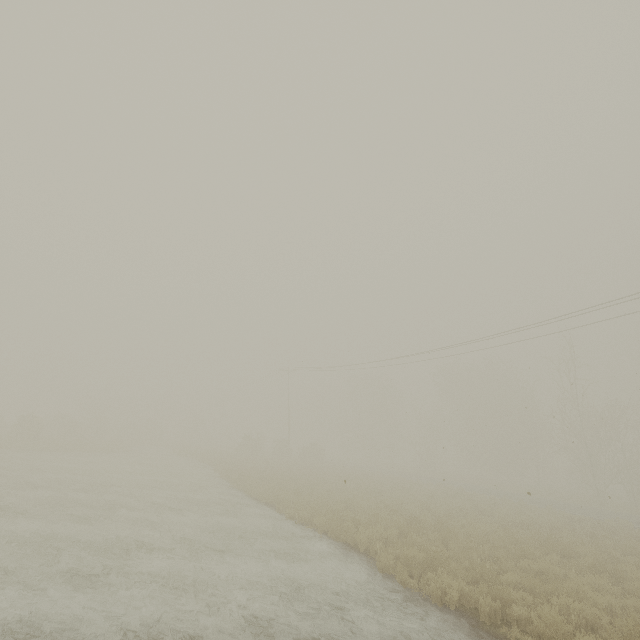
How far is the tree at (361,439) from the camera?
54.2 meters

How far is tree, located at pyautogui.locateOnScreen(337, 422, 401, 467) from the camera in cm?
5422

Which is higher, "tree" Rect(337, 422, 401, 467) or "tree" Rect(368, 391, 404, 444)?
"tree" Rect(368, 391, 404, 444)

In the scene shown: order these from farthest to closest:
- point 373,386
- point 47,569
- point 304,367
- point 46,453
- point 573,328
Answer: point 373,386 < point 304,367 < point 46,453 < point 573,328 < point 47,569

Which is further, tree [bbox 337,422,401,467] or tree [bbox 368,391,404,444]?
tree [bbox 368,391,404,444]

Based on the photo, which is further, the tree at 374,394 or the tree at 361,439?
the tree at 374,394
